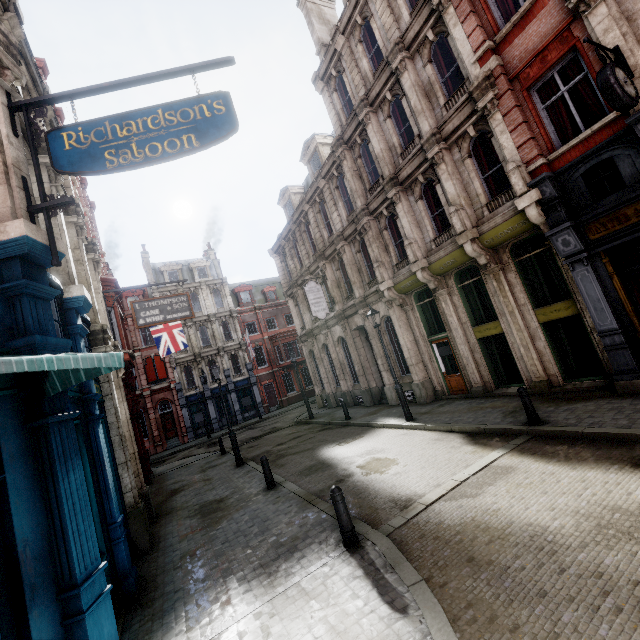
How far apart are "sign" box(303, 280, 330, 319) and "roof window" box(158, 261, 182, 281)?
22.6m

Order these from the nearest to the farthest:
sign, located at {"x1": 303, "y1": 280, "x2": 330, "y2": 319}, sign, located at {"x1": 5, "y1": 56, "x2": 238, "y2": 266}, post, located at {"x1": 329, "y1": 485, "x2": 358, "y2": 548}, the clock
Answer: sign, located at {"x1": 5, "y1": 56, "x2": 238, "y2": 266}, post, located at {"x1": 329, "y1": 485, "x2": 358, "y2": 548}, the clock, sign, located at {"x1": 303, "y1": 280, "x2": 330, "y2": 319}

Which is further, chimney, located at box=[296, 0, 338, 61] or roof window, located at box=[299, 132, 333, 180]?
roof window, located at box=[299, 132, 333, 180]

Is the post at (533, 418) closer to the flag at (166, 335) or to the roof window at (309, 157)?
the roof window at (309, 157)

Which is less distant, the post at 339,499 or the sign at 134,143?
the sign at 134,143

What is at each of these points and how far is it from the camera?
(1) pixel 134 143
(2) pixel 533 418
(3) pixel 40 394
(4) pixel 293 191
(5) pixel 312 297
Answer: (1) sign, 5.14m
(2) post, 8.27m
(3) awning, 4.11m
(4) roof window, 24.47m
(5) sign, 19.64m

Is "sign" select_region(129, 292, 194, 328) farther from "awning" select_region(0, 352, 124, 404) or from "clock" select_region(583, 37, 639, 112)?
"clock" select_region(583, 37, 639, 112)

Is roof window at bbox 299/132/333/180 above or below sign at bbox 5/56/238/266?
above
